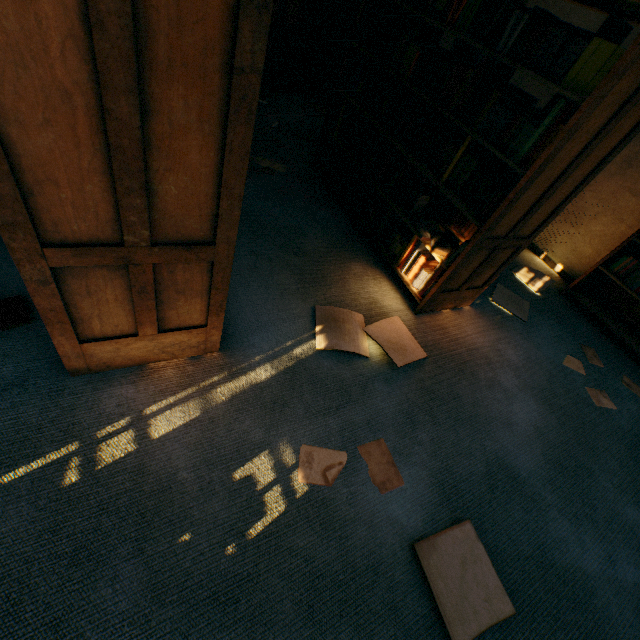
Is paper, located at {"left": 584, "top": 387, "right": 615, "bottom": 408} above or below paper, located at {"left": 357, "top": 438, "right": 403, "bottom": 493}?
above

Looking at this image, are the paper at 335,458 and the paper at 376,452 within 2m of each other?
yes

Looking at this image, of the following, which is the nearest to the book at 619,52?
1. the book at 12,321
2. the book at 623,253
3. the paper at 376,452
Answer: the book at 12,321

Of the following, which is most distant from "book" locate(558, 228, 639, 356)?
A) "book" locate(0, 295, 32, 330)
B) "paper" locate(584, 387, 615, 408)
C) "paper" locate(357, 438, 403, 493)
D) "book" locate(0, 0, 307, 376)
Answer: "book" locate(0, 295, 32, 330)

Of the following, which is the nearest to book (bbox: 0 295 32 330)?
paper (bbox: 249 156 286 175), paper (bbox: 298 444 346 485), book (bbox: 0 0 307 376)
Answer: book (bbox: 0 0 307 376)

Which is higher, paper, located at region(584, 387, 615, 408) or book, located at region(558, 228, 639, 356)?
book, located at region(558, 228, 639, 356)

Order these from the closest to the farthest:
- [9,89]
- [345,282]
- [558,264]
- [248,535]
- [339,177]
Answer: [9,89], [248,535], [345,282], [339,177], [558,264]

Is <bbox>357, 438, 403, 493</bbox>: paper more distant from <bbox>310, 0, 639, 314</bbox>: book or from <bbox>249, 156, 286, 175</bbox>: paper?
<bbox>249, 156, 286, 175</bbox>: paper
